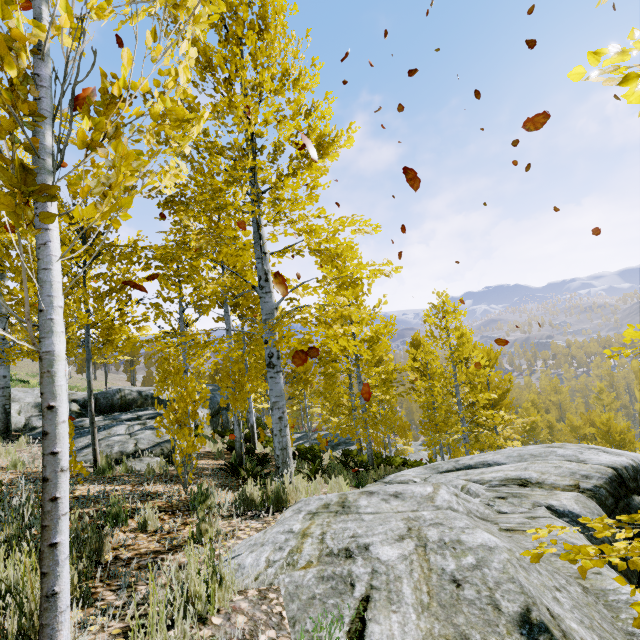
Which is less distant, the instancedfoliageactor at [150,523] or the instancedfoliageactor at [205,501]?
the instancedfoliageactor at [205,501]

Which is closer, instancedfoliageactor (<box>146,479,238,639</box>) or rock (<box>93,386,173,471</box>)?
instancedfoliageactor (<box>146,479,238,639</box>)

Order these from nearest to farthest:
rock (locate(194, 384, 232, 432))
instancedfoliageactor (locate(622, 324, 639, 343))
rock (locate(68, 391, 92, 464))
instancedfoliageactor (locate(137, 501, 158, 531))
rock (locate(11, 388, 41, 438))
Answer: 1. instancedfoliageactor (locate(622, 324, 639, 343))
2. instancedfoliageactor (locate(137, 501, 158, 531))
3. rock (locate(68, 391, 92, 464))
4. rock (locate(11, 388, 41, 438))
5. rock (locate(194, 384, 232, 432))

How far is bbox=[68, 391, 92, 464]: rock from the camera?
7.7m

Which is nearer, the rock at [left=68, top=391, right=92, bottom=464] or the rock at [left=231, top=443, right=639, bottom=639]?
the rock at [left=231, top=443, right=639, bottom=639]

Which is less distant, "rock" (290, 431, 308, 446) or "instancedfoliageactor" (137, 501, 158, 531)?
"instancedfoliageactor" (137, 501, 158, 531)

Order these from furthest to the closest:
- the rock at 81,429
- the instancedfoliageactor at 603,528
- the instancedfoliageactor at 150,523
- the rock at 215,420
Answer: the rock at 215,420 → the rock at 81,429 → the instancedfoliageactor at 150,523 → the instancedfoliageactor at 603,528

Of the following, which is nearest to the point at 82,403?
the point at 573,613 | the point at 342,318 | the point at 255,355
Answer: the point at 255,355
